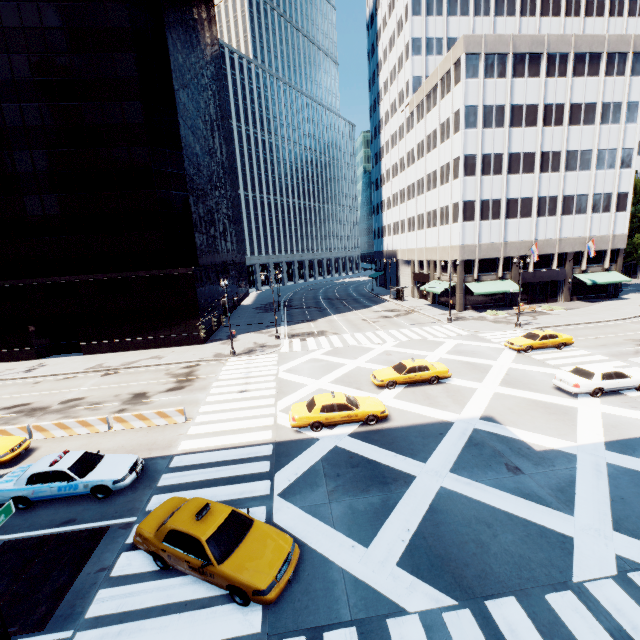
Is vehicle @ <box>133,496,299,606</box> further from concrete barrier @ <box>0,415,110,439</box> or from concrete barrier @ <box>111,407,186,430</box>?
concrete barrier @ <box>0,415,110,439</box>

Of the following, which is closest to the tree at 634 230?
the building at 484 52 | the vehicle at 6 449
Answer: the building at 484 52

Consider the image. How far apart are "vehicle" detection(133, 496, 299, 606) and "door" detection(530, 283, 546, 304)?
47.78m

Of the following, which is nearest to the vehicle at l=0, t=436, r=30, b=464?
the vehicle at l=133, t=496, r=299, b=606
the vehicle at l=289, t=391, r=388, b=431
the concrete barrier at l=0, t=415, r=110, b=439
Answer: the concrete barrier at l=0, t=415, r=110, b=439

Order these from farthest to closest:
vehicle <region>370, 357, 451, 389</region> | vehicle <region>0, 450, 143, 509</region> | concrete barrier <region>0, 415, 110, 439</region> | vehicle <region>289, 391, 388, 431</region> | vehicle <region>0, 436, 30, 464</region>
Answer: vehicle <region>370, 357, 451, 389</region> < concrete barrier <region>0, 415, 110, 439</region> < vehicle <region>289, 391, 388, 431</region> < vehicle <region>0, 436, 30, 464</region> < vehicle <region>0, 450, 143, 509</region>

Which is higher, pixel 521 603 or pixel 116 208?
pixel 116 208

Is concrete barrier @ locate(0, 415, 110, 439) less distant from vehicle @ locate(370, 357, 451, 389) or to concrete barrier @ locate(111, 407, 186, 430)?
concrete barrier @ locate(111, 407, 186, 430)

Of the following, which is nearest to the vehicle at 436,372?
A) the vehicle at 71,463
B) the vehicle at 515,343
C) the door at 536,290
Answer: the vehicle at 515,343
